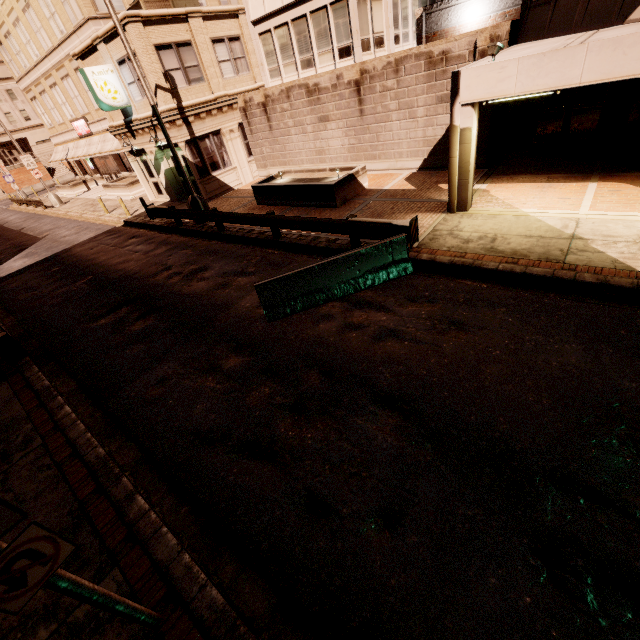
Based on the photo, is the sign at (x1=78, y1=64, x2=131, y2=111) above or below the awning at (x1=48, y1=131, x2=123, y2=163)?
above

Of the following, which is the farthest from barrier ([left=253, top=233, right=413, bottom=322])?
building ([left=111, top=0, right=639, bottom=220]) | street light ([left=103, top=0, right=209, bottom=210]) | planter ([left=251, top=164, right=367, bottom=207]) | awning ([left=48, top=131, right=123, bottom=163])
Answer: awning ([left=48, top=131, right=123, bottom=163])

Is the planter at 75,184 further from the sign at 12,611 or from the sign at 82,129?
the sign at 12,611

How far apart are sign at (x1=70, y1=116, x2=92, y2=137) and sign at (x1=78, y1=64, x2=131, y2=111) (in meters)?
16.17

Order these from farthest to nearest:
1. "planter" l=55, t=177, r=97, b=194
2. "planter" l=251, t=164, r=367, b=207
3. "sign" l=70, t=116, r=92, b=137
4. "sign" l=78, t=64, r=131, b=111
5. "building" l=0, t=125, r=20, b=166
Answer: "building" l=0, t=125, r=20, b=166 → "planter" l=55, t=177, r=97, b=194 → "sign" l=70, t=116, r=92, b=137 → "sign" l=78, t=64, r=131, b=111 → "planter" l=251, t=164, r=367, b=207

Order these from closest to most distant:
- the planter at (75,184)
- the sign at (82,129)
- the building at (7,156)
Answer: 1. the sign at (82,129)
2. the planter at (75,184)
3. the building at (7,156)

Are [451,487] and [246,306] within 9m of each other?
yes

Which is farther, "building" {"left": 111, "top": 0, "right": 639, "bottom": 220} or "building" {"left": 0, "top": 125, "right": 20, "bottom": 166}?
"building" {"left": 0, "top": 125, "right": 20, "bottom": 166}
